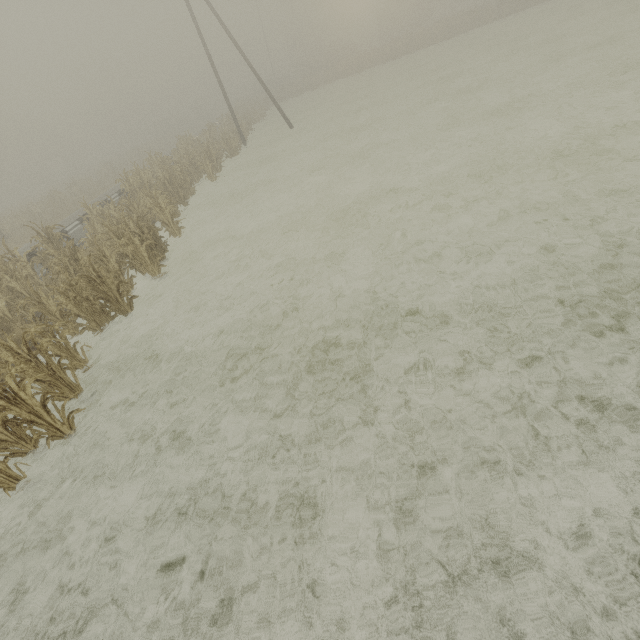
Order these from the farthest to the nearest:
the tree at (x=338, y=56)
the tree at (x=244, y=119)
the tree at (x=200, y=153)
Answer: the tree at (x=338, y=56) → the tree at (x=244, y=119) → the tree at (x=200, y=153)

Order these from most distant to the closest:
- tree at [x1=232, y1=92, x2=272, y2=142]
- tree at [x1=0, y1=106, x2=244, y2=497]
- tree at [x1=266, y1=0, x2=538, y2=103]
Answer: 1. tree at [x1=266, y1=0, x2=538, y2=103]
2. tree at [x1=232, y1=92, x2=272, y2=142]
3. tree at [x1=0, y1=106, x2=244, y2=497]

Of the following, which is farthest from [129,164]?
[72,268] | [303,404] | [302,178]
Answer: [303,404]

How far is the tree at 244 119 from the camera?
28.4m

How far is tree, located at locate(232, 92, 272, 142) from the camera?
28.4 meters

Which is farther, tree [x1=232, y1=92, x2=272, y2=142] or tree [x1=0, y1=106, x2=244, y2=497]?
tree [x1=232, y1=92, x2=272, y2=142]
